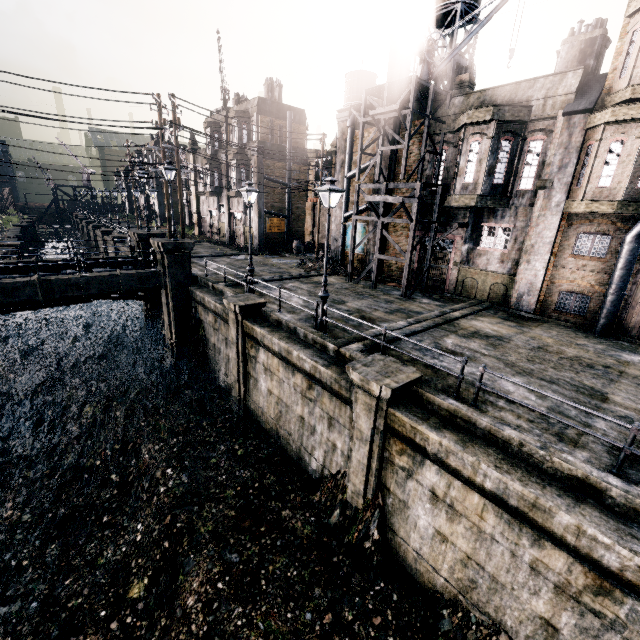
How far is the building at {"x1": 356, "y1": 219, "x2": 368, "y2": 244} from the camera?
25.2m

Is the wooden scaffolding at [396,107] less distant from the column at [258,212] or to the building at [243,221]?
the column at [258,212]

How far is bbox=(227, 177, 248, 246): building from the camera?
33.00m

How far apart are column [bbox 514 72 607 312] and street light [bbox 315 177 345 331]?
11.2m

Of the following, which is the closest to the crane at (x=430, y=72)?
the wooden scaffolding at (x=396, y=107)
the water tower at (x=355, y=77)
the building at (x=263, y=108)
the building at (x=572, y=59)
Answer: the wooden scaffolding at (x=396, y=107)

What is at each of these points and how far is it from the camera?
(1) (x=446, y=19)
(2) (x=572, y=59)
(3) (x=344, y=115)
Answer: (1) water tower, 22.97m
(2) building, 15.64m
(3) column, 24.36m

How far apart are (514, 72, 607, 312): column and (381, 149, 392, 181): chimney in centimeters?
940cm

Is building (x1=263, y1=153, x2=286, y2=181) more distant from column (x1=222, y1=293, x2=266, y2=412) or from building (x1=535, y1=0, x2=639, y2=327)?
building (x1=535, y1=0, x2=639, y2=327)
